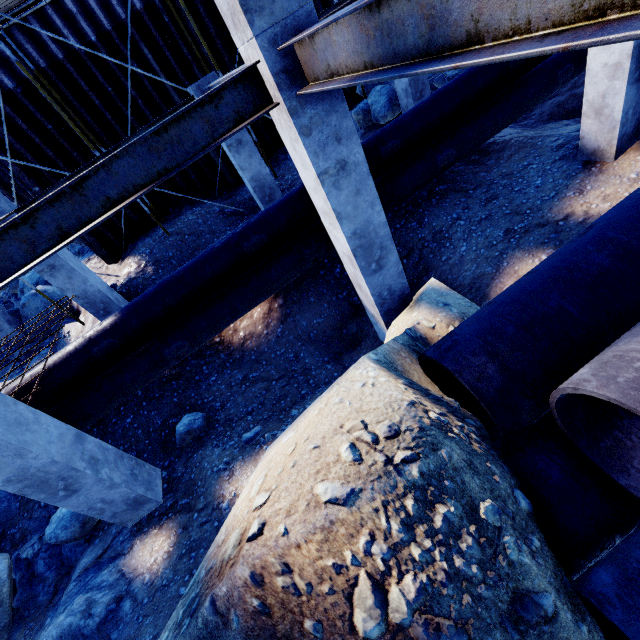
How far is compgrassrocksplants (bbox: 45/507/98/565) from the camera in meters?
5.7 m

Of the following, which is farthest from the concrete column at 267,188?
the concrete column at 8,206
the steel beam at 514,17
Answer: the steel beam at 514,17

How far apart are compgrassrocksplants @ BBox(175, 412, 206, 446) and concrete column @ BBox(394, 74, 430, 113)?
9.4 meters

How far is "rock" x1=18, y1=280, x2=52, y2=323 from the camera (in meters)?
11.59

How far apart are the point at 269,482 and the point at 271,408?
5.0m

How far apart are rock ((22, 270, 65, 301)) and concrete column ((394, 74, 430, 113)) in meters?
13.3 m

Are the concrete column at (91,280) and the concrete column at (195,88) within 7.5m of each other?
yes

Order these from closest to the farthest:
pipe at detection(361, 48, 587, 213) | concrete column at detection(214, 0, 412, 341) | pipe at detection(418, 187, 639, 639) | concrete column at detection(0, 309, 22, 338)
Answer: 1. pipe at detection(418, 187, 639, 639)
2. concrete column at detection(214, 0, 412, 341)
3. pipe at detection(361, 48, 587, 213)
4. concrete column at detection(0, 309, 22, 338)
